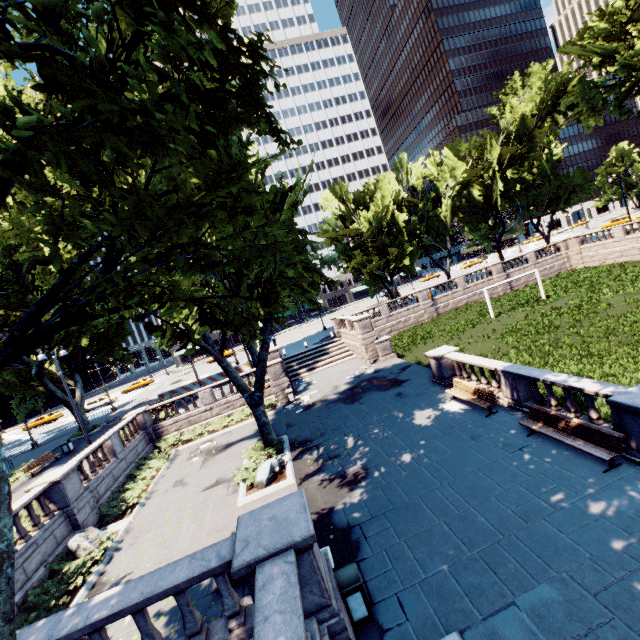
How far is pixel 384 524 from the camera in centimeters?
932cm

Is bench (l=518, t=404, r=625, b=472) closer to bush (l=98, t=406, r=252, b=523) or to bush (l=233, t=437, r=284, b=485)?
bush (l=233, t=437, r=284, b=485)

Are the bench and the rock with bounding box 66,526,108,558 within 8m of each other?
no

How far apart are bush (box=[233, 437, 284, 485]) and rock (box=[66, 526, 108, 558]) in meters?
5.2

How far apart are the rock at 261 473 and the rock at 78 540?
6.14m

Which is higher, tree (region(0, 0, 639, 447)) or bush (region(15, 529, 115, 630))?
tree (region(0, 0, 639, 447))

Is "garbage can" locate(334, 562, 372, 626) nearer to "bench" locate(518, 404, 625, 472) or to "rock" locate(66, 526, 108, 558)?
"bench" locate(518, 404, 625, 472)

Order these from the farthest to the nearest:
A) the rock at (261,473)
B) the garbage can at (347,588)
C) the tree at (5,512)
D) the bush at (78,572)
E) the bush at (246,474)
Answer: the bush at (246,474)
the rock at (261,473)
the bush at (78,572)
the garbage can at (347,588)
the tree at (5,512)
